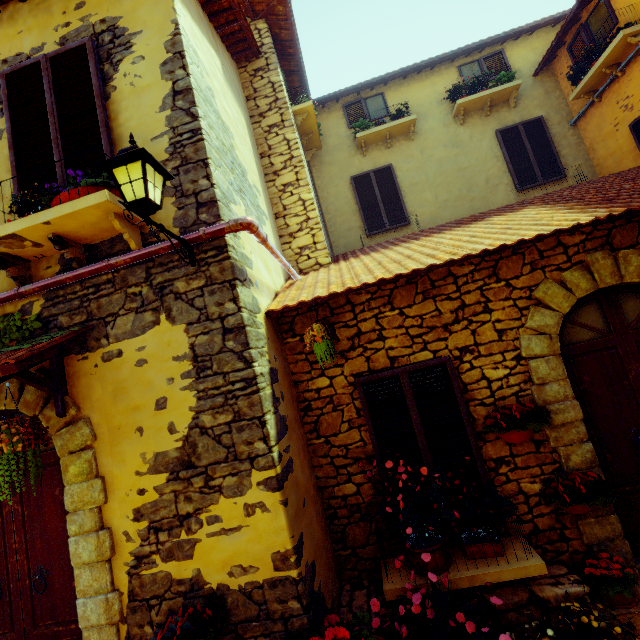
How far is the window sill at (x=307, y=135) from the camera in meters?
6.9 m

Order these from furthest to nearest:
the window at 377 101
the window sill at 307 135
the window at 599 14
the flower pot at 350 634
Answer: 1. the window at 377 101
2. the window sill at 307 135
3. the window at 599 14
4. the flower pot at 350 634

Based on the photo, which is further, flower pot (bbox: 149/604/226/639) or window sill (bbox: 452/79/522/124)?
window sill (bbox: 452/79/522/124)

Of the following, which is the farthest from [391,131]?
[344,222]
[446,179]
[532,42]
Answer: [532,42]

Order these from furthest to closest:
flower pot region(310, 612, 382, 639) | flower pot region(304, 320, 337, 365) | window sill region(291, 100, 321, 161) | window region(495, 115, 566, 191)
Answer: window region(495, 115, 566, 191)
window sill region(291, 100, 321, 161)
flower pot region(304, 320, 337, 365)
flower pot region(310, 612, 382, 639)

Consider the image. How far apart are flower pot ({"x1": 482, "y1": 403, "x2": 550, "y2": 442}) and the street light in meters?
3.4

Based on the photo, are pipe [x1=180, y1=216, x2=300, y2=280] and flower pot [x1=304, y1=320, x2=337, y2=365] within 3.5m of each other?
yes

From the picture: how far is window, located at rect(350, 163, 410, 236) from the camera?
8.0 meters
